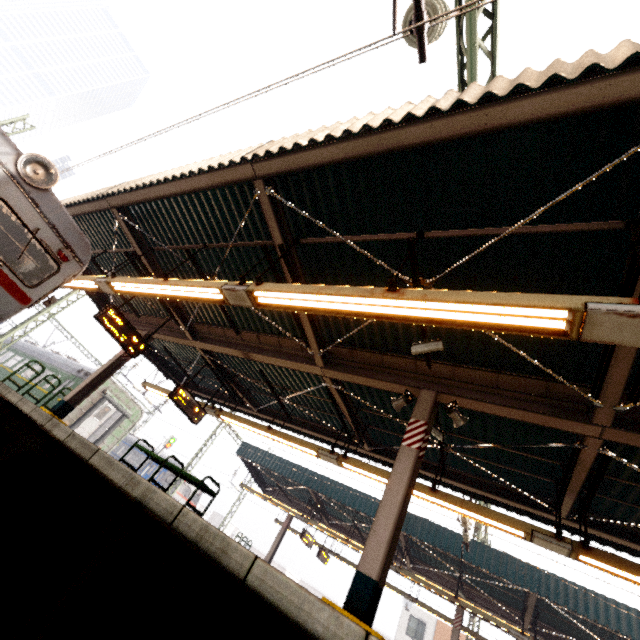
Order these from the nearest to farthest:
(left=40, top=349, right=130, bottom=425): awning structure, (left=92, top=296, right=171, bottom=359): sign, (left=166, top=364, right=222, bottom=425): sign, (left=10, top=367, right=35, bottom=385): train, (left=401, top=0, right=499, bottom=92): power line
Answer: (left=401, top=0, right=499, bottom=92): power line
(left=92, top=296, right=171, bottom=359): sign
(left=40, top=349, right=130, bottom=425): awning structure
(left=166, top=364, right=222, bottom=425): sign
(left=10, top=367, right=35, bottom=385): train

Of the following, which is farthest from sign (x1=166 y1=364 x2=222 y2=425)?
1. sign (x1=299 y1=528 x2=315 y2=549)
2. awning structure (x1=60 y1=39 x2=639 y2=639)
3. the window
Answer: sign (x1=299 y1=528 x2=315 y2=549)

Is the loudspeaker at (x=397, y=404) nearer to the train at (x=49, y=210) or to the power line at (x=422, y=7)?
the power line at (x=422, y=7)

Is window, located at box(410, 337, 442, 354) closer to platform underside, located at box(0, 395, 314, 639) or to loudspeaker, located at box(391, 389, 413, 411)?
loudspeaker, located at box(391, 389, 413, 411)

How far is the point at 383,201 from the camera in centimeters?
476cm

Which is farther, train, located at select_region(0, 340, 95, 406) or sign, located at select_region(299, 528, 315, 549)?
train, located at select_region(0, 340, 95, 406)

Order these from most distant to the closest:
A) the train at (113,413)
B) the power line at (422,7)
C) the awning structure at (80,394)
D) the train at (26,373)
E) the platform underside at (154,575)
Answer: the train at (26,373), the train at (113,413), the awning structure at (80,394), the power line at (422,7), the platform underside at (154,575)

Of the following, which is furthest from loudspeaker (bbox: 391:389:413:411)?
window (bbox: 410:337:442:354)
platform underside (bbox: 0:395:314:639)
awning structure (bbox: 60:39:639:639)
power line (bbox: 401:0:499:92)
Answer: platform underside (bbox: 0:395:314:639)
